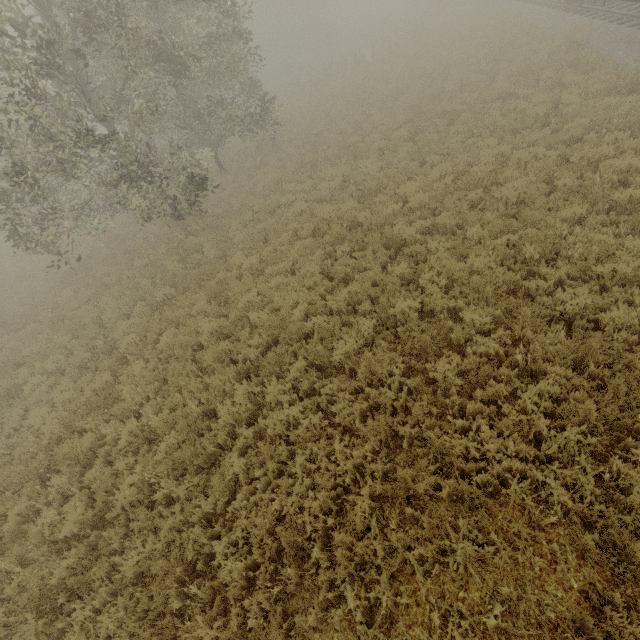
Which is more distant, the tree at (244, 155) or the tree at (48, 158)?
the tree at (244, 155)

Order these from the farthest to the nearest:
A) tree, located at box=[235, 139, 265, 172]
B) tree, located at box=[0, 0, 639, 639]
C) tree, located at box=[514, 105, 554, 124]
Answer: tree, located at box=[235, 139, 265, 172] < tree, located at box=[514, 105, 554, 124] < tree, located at box=[0, 0, 639, 639]

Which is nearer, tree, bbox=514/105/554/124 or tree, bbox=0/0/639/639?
tree, bbox=0/0/639/639

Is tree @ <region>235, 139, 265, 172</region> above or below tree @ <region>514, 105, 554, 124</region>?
above

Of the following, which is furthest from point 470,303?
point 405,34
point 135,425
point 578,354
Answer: point 405,34

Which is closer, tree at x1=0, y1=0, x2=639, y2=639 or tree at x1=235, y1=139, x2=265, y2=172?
tree at x1=0, y1=0, x2=639, y2=639

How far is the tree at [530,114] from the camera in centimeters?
1090cm
